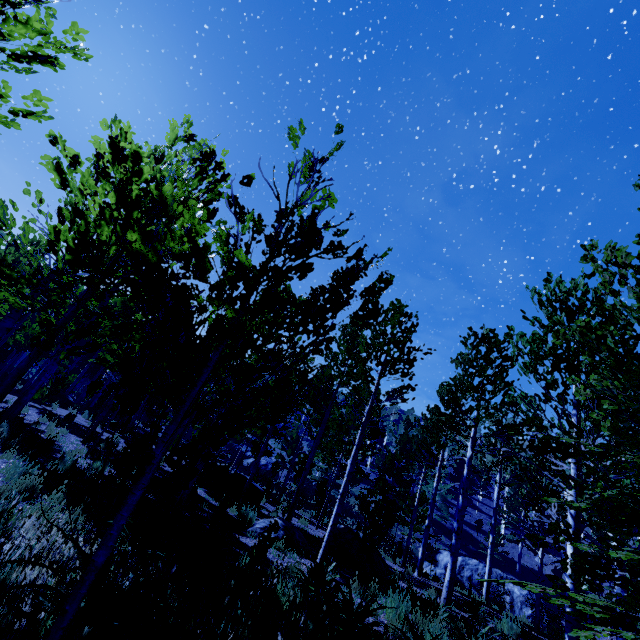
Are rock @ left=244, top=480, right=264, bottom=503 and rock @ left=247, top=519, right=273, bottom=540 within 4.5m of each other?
yes

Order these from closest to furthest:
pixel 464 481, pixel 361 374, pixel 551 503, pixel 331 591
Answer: pixel 331 591 < pixel 361 374 < pixel 464 481 < pixel 551 503

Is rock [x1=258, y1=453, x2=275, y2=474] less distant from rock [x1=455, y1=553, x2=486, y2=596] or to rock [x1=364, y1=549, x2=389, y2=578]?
rock [x1=455, y1=553, x2=486, y2=596]

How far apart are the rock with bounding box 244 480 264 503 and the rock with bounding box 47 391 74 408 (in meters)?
13.38

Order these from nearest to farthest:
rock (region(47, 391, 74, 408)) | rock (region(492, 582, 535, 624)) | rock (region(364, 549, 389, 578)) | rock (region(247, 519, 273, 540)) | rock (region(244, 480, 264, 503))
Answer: rock (region(247, 519, 273, 540)) → rock (region(364, 549, 389, 578)) → rock (region(244, 480, 264, 503)) → rock (region(492, 582, 535, 624)) → rock (region(47, 391, 74, 408))

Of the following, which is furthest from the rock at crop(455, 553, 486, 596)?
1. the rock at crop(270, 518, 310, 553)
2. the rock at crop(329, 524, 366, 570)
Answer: the rock at crop(270, 518, 310, 553)

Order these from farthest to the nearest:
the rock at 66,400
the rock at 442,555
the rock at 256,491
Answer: the rock at 442,555 < the rock at 66,400 < the rock at 256,491

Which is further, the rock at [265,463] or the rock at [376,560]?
the rock at [265,463]
